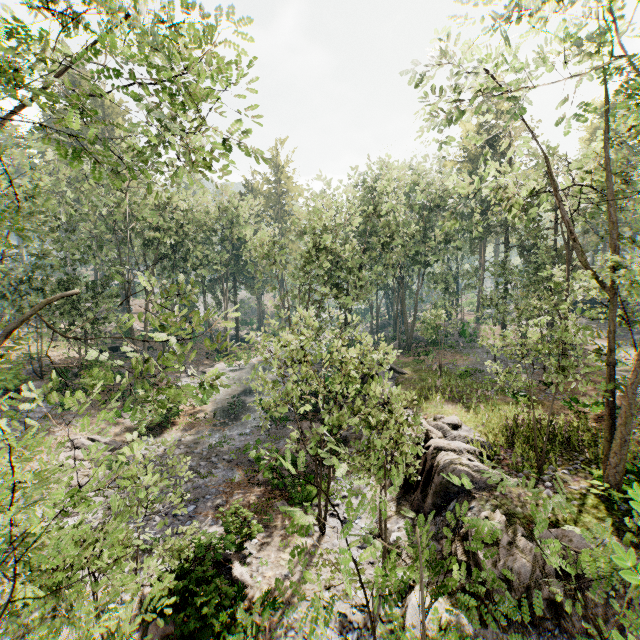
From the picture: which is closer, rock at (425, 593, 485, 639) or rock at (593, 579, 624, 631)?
rock at (593, 579, 624, 631)

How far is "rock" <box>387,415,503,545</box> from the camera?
11.81m

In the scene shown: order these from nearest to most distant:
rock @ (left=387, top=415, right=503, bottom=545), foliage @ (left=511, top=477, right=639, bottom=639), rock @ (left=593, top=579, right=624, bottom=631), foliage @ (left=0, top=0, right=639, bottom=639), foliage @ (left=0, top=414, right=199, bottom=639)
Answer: foliage @ (left=511, top=477, right=639, bottom=639) → foliage @ (left=0, top=414, right=199, bottom=639) → foliage @ (left=0, top=0, right=639, bottom=639) → rock @ (left=593, top=579, right=624, bottom=631) → rock @ (left=387, top=415, right=503, bottom=545)

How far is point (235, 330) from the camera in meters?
56.8 m

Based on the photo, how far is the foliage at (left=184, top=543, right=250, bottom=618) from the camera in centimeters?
827cm

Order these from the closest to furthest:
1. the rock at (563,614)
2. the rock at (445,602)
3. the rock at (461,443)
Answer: the rock at (563,614) → the rock at (445,602) → the rock at (461,443)

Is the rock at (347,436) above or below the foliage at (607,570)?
below
